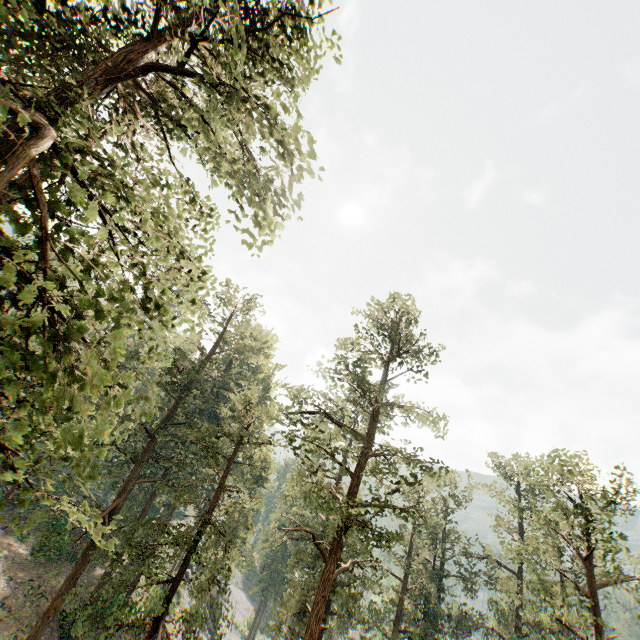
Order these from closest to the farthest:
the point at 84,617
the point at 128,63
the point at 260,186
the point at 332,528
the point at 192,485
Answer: the point at 260,186 < the point at 128,63 < the point at 332,528 < the point at 84,617 < the point at 192,485
